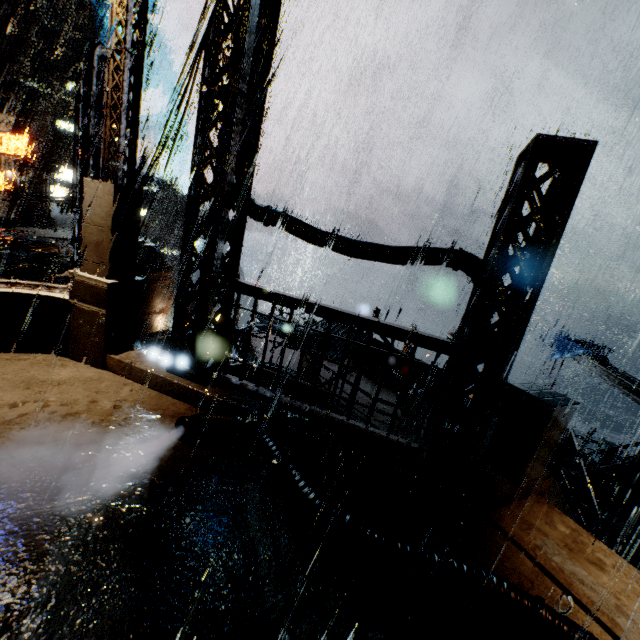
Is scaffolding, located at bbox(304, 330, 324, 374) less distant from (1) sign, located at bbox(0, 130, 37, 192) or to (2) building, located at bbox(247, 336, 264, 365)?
(2) building, located at bbox(247, 336, 264, 365)

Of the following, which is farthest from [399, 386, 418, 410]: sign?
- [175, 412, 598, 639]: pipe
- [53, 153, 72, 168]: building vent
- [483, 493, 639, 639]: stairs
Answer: [53, 153, 72, 168]: building vent

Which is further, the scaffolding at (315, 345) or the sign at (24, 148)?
the sign at (24, 148)

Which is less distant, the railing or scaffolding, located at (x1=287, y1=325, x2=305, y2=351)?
the railing

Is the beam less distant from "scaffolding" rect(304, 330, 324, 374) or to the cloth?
the cloth

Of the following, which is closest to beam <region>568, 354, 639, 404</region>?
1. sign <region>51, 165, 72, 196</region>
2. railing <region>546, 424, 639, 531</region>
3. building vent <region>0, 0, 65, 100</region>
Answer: railing <region>546, 424, 639, 531</region>

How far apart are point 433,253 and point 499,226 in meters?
1.0

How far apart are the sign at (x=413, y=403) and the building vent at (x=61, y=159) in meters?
52.5 m
